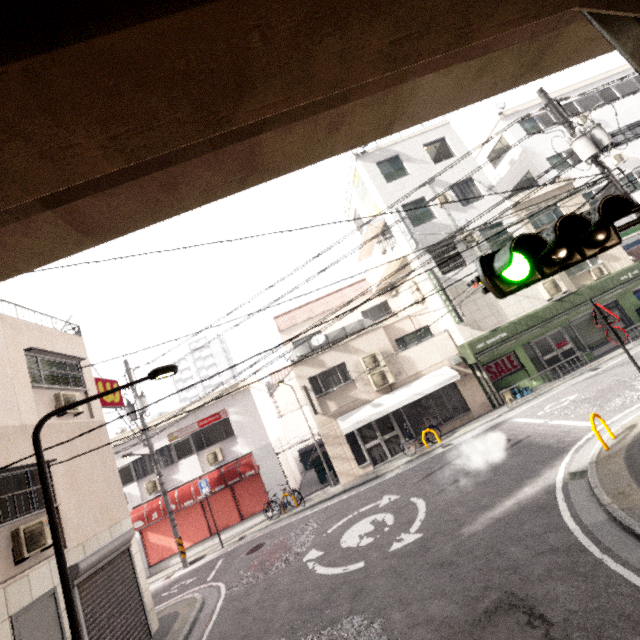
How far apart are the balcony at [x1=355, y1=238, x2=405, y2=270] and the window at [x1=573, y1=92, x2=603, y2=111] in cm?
1506

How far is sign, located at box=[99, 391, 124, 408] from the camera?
10.68m

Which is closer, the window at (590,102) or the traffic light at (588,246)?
the traffic light at (588,246)

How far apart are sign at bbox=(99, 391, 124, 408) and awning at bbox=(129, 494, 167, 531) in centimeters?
563cm

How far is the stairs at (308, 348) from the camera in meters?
16.4 m

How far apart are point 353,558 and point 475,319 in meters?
11.8 m

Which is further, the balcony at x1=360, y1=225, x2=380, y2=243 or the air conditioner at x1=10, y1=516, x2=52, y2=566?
the balcony at x1=360, y1=225, x2=380, y2=243

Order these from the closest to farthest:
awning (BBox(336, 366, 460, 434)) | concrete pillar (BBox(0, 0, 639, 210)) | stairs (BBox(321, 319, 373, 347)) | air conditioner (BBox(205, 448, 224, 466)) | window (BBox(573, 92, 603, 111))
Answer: concrete pillar (BBox(0, 0, 639, 210)), awning (BBox(336, 366, 460, 434)), air conditioner (BBox(205, 448, 224, 466)), stairs (BBox(321, 319, 373, 347)), window (BBox(573, 92, 603, 111))
